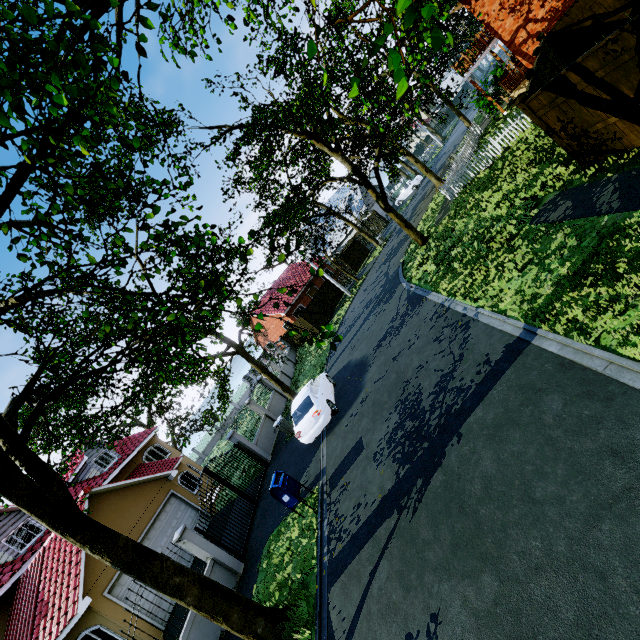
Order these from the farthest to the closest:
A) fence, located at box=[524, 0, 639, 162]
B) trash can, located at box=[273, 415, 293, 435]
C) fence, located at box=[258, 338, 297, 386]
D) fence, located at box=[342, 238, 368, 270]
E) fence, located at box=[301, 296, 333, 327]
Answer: fence, located at box=[342, 238, 368, 270] < fence, located at box=[301, 296, 333, 327] < fence, located at box=[258, 338, 297, 386] < trash can, located at box=[273, 415, 293, 435] < fence, located at box=[524, 0, 639, 162]

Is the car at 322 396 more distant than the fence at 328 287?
No

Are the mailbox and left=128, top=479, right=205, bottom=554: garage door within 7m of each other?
no

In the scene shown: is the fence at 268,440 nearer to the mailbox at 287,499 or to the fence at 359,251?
the fence at 359,251

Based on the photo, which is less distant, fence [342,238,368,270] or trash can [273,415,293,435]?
trash can [273,415,293,435]

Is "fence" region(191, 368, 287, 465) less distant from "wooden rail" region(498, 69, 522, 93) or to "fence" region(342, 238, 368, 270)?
"fence" region(342, 238, 368, 270)

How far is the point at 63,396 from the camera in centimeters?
829cm

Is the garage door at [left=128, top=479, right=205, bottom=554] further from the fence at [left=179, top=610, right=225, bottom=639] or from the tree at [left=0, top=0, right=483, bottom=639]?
the fence at [left=179, top=610, right=225, bottom=639]
